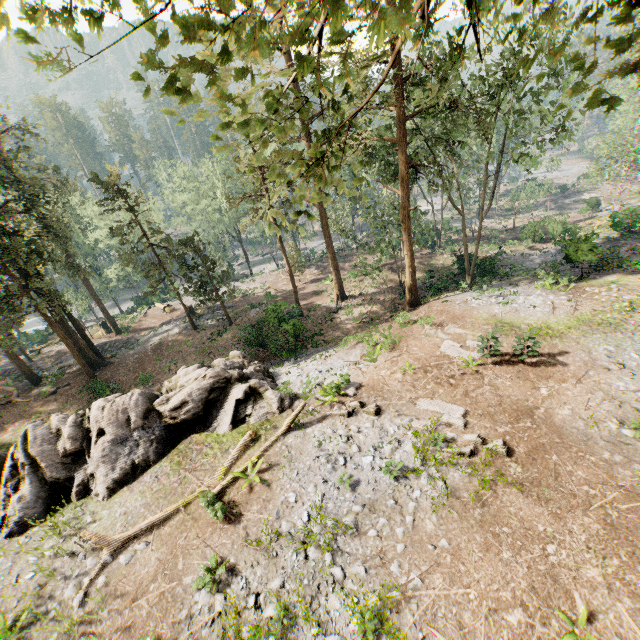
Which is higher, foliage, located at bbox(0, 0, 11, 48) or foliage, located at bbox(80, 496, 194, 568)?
foliage, located at bbox(0, 0, 11, 48)

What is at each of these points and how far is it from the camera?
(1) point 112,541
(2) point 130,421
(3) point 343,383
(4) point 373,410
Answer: (1) foliage, 11.2 meters
(2) rock, 14.4 meters
(3) foliage, 15.7 meters
(4) foliage, 13.8 meters

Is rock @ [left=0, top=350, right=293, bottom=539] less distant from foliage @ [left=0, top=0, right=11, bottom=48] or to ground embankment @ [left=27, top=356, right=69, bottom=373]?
foliage @ [left=0, top=0, right=11, bottom=48]

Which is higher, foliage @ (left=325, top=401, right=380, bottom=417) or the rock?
foliage @ (left=325, top=401, right=380, bottom=417)

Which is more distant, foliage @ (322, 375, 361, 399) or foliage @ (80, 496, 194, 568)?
foliage @ (322, 375, 361, 399)

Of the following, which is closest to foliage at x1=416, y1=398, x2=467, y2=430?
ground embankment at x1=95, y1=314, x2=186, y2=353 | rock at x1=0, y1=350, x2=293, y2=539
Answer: ground embankment at x1=95, y1=314, x2=186, y2=353

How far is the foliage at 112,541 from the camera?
10.8m

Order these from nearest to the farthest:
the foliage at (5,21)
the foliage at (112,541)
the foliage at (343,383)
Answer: the foliage at (5,21)
the foliage at (112,541)
the foliage at (343,383)
